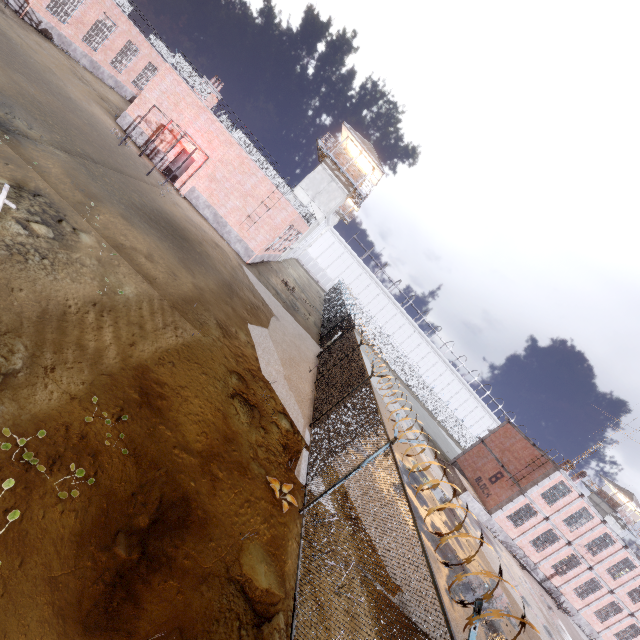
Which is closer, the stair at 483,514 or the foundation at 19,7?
the foundation at 19,7

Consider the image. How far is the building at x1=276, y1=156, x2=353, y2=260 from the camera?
32.34m

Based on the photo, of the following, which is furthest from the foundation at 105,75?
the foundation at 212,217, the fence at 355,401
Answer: the fence at 355,401

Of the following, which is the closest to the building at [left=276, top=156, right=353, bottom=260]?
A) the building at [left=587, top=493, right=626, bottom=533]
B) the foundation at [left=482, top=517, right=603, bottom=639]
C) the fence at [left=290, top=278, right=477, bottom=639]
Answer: the fence at [left=290, top=278, right=477, bottom=639]

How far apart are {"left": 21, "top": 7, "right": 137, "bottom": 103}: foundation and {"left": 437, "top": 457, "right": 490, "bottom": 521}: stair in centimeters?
4316cm

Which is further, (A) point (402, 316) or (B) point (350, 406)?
(A) point (402, 316)

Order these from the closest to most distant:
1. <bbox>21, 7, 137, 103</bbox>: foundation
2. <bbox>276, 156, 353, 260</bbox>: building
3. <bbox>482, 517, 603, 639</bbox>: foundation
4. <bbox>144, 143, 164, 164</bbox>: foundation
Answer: <bbox>21, 7, 137, 103</bbox>: foundation
<bbox>144, 143, 164, 164</bbox>: foundation
<bbox>482, 517, 603, 639</bbox>: foundation
<bbox>276, 156, 353, 260</bbox>: building

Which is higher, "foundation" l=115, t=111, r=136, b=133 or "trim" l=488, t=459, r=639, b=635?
"trim" l=488, t=459, r=639, b=635
